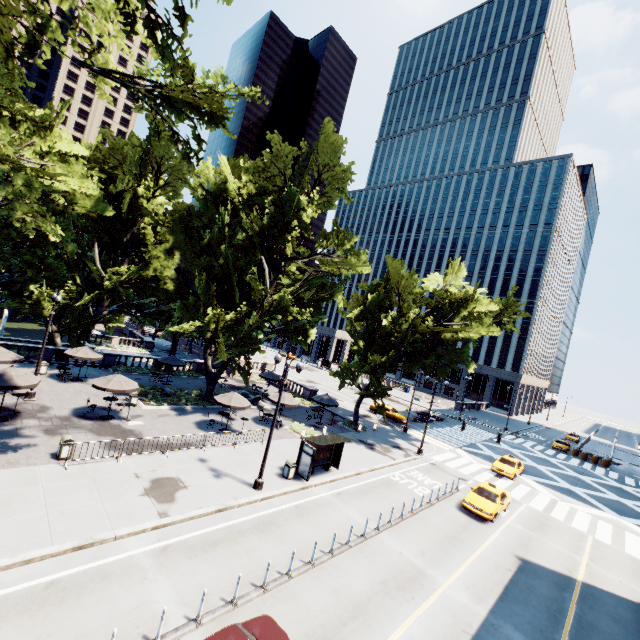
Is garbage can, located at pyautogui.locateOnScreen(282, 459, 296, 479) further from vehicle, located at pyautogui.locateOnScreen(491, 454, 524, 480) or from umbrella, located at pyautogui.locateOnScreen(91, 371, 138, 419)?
vehicle, located at pyautogui.locateOnScreen(491, 454, 524, 480)

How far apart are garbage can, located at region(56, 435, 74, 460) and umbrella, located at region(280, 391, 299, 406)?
13.9m

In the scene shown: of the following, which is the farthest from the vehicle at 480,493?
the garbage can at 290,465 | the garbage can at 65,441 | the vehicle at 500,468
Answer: the garbage can at 65,441

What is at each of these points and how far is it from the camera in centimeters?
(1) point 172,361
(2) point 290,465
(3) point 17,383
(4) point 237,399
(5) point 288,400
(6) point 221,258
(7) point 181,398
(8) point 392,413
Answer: (1) umbrella, 3188cm
(2) garbage can, 1875cm
(3) umbrella, 1739cm
(4) umbrella, 2381cm
(5) umbrella, 2767cm
(6) tree, 2809cm
(7) bush, 2819cm
(8) vehicle, 4066cm

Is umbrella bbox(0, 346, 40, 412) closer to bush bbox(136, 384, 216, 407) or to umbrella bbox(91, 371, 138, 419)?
umbrella bbox(91, 371, 138, 419)

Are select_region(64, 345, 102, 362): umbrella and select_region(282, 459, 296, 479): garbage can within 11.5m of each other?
no

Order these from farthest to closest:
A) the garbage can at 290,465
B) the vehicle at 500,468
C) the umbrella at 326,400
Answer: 1. the umbrella at 326,400
2. the vehicle at 500,468
3. the garbage can at 290,465

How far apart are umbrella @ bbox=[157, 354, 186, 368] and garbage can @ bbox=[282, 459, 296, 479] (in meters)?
17.82
